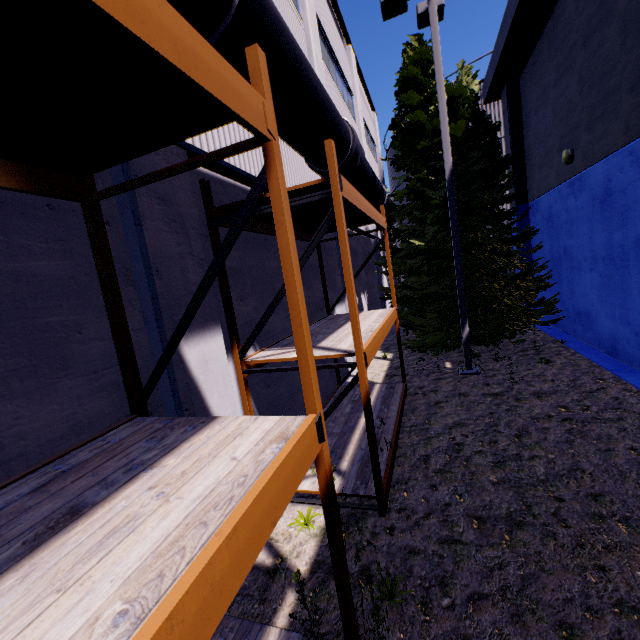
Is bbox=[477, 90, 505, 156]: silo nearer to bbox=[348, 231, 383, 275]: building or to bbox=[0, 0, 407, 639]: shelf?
bbox=[348, 231, 383, 275]: building

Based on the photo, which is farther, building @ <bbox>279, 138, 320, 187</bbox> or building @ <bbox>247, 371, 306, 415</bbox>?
building @ <bbox>279, 138, 320, 187</bbox>

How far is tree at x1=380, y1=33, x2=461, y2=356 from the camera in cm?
1045

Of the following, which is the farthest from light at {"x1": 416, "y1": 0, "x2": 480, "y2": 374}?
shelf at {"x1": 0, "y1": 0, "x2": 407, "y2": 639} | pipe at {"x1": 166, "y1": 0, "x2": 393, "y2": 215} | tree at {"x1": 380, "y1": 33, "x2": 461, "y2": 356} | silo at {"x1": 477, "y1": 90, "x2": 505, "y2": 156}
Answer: silo at {"x1": 477, "y1": 90, "x2": 505, "y2": 156}

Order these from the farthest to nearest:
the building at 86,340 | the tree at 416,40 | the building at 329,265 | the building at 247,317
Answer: the tree at 416,40, the building at 329,265, the building at 247,317, the building at 86,340

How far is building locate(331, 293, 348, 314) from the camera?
9.8m

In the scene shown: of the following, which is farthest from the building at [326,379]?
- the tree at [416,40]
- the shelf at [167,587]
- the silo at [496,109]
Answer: the silo at [496,109]

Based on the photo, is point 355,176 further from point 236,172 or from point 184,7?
point 184,7
